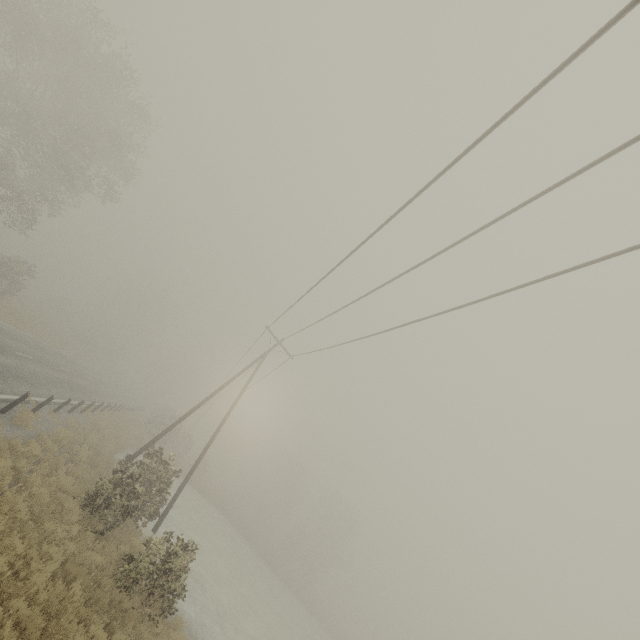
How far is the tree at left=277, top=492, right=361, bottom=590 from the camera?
51.09m

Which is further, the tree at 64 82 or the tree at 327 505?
the tree at 327 505

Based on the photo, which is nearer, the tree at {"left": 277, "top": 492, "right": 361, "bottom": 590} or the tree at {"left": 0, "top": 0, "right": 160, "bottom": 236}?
the tree at {"left": 0, "top": 0, "right": 160, "bottom": 236}

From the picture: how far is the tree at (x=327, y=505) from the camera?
51.09m

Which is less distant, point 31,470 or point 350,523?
point 31,470
